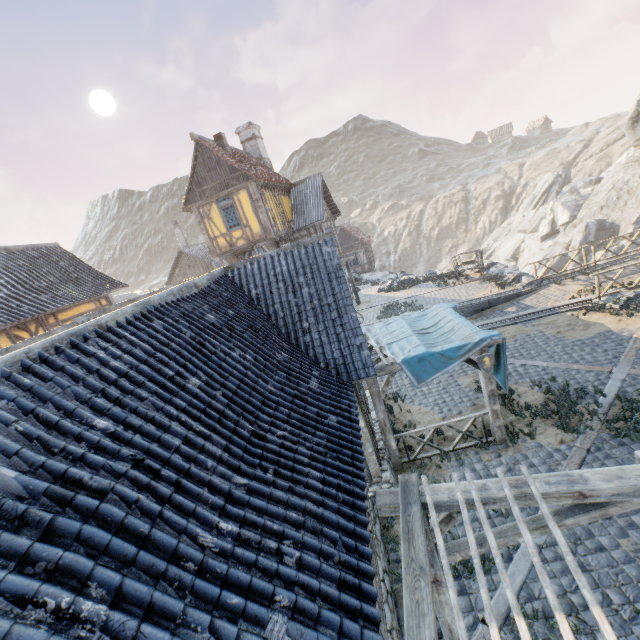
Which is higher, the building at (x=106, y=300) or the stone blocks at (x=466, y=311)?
the building at (x=106, y=300)

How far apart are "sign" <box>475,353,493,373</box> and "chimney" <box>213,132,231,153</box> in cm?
1731

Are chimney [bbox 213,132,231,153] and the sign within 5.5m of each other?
no

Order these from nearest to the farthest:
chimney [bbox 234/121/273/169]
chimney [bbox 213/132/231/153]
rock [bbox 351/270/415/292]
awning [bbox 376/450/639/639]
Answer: awning [bbox 376/450/639/639]
chimney [bbox 213/132/231/153]
chimney [bbox 234/121/273/169]
rock [bbox 351/270/415/292]

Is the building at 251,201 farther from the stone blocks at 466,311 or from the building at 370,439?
the building at 370,439

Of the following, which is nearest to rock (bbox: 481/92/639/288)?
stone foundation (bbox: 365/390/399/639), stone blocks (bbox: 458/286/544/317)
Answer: stone blocks (bbox: 458/286/544/317)

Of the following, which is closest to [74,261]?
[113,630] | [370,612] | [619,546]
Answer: [113,630]

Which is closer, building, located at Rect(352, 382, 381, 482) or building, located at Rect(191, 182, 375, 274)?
building, located at Rect(352, 382, 381, 482)
